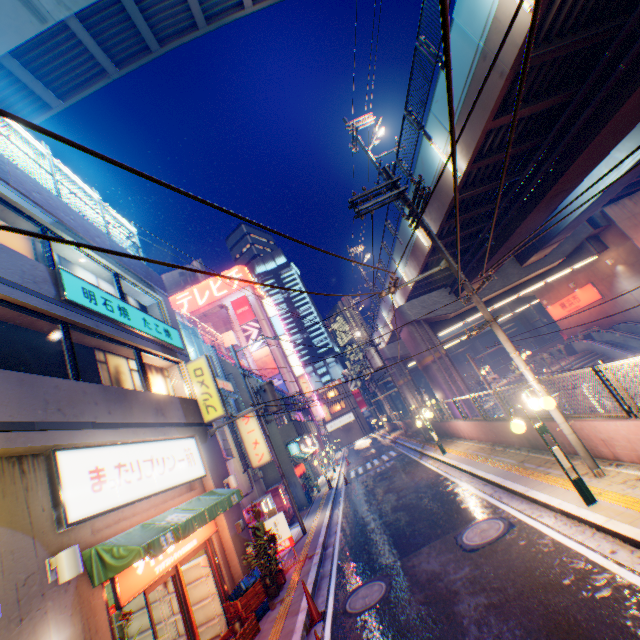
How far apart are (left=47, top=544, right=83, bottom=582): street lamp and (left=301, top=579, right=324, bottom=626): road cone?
5.1 meters

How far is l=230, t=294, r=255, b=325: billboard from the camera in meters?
48.1 m

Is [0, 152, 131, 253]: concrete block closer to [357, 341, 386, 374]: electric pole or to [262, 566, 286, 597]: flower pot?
[262, 566, 286, 597]: flower pot

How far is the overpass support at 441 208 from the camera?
12.7 meters

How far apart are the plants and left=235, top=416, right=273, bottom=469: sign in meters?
6.6 m

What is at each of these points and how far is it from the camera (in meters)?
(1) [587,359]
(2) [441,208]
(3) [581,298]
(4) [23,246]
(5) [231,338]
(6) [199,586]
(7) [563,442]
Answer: (1) steps, 24.88
(2) overpass support, 13.80
(3) sign, 29.25
(4) window glass, 8.12
(5) stairs, 45.59
(6) metal shelf, 9.20
(7) concrete block, 9.09

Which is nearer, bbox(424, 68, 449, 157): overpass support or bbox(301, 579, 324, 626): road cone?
bbox(301, 579, 324, 626): road cone

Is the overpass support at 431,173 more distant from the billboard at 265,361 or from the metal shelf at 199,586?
the metal shelf at 199,586
